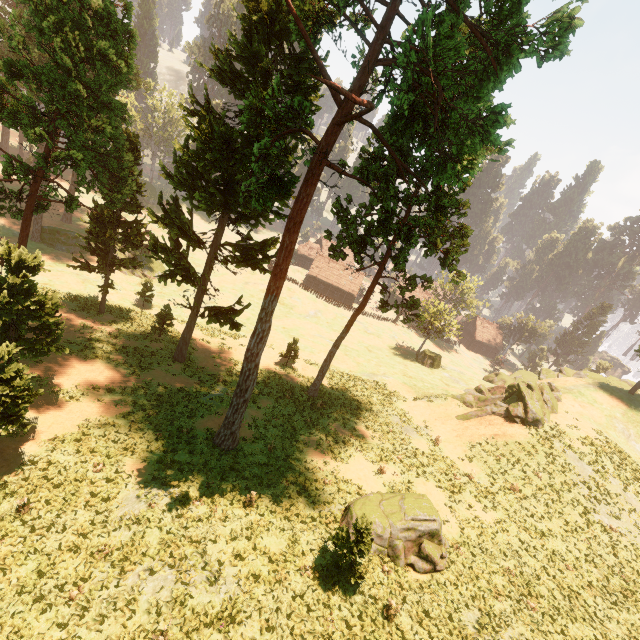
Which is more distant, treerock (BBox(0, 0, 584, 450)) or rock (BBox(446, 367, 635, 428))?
rock (BBox(446, 367, 635, 428))

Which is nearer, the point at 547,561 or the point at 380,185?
the point at 547,561

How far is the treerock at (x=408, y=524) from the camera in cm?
1328

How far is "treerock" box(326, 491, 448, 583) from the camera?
13.3m

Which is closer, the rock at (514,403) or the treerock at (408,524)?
the treerock at (408,524)
